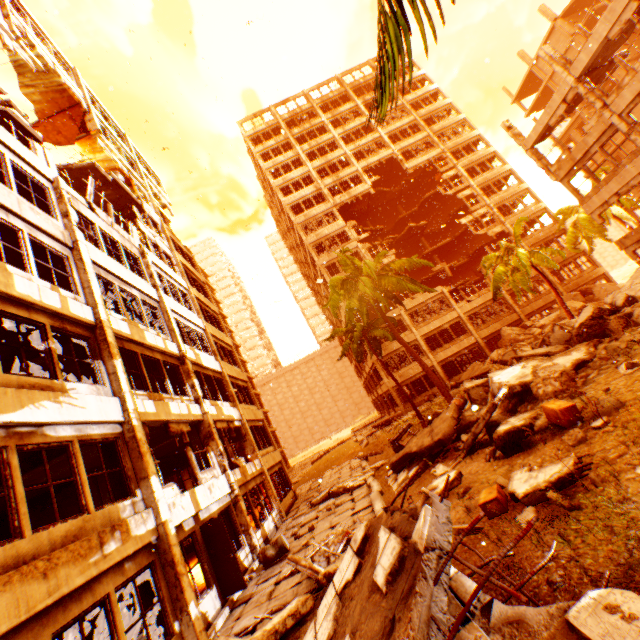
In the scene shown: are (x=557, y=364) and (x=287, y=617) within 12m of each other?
yes

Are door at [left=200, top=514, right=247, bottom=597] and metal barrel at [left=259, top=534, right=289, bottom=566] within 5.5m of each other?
yes

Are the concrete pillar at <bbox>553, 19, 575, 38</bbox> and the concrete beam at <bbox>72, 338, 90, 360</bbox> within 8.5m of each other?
no

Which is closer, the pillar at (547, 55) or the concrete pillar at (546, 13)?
the pillar at (547, 55)

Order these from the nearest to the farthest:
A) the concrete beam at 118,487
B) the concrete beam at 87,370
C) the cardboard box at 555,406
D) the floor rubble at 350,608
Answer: the floor rubble at 350,608 < the cardboard box at 555,406 < the concrete beam at 118,487 < the concrete beam at 87,370

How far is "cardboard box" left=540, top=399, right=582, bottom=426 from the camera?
6.45m

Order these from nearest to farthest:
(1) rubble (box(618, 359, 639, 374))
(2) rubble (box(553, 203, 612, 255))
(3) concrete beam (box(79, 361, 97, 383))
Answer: (1) rubble (box(618, 359, 639, 374)), (3) concrete beam (box(79, 361, 97, 383)), (2) rubble (box(553, 203, 612, 255))

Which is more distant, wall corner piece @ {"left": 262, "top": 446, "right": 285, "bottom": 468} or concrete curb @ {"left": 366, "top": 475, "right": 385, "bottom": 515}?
wall corner piece @ {"left": 262, "top": 446, "right": 285, "bottom": 468}
